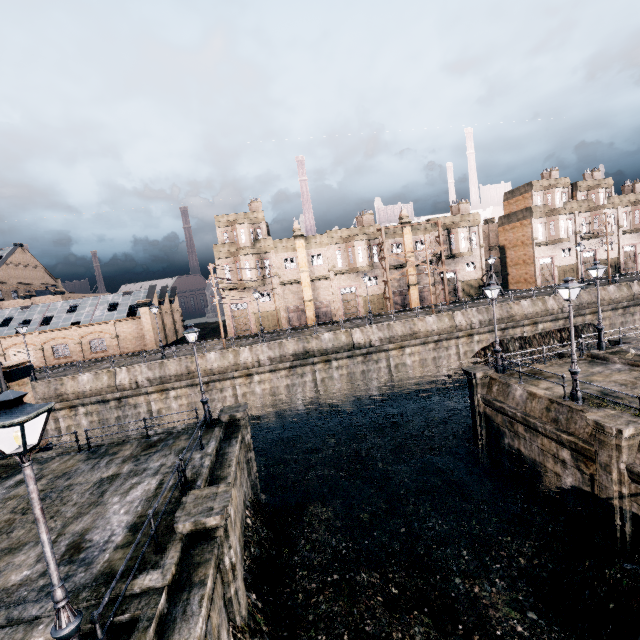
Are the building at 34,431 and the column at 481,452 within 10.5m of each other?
no

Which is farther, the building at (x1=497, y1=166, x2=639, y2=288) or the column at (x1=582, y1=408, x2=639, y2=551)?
the building at (x1=497, y1=166, x2=639, y2=288)

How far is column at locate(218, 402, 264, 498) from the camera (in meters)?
18.16

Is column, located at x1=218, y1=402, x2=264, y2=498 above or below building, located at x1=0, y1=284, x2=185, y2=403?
below

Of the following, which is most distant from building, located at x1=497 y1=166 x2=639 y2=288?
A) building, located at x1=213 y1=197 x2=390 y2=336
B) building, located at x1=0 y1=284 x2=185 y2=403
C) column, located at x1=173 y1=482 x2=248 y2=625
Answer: building, located at x1=0 y1=284 x2=185 y2=403

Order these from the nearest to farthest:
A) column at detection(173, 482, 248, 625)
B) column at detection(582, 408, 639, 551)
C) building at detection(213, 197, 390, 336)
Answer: column at detection(173, 482, 248, 625) → column at detection(582, 408, 639, 551) → building at detection(213, 197, 390, 336)

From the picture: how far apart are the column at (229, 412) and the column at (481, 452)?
14.0m

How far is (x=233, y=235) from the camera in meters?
42.5 m
